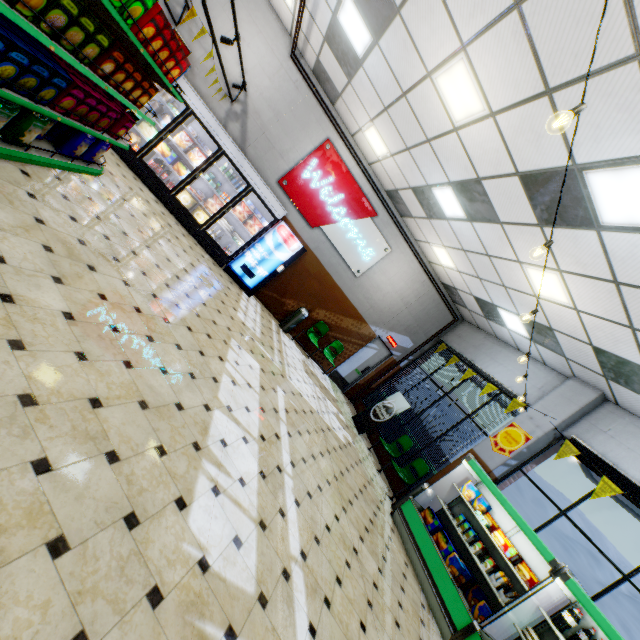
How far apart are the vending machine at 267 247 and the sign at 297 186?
0.5 meters

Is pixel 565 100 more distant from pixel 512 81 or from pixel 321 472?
pixel 321 472

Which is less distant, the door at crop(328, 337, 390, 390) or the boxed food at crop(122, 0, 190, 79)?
the boxed food at crop(122, 0, 190, 79)

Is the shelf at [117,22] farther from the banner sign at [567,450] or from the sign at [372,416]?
the banner sign at [567,450]

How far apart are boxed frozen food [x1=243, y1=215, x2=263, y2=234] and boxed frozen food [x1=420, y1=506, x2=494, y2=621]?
8.4m

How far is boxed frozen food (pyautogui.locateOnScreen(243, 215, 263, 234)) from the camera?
8.5 meters

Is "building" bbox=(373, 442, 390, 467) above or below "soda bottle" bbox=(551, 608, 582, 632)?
below

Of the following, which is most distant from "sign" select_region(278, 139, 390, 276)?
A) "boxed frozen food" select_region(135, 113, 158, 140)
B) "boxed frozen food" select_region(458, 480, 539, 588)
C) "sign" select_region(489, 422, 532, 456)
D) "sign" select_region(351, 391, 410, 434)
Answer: "boxed frozen food" select_region(458, 480, 539, 588)
